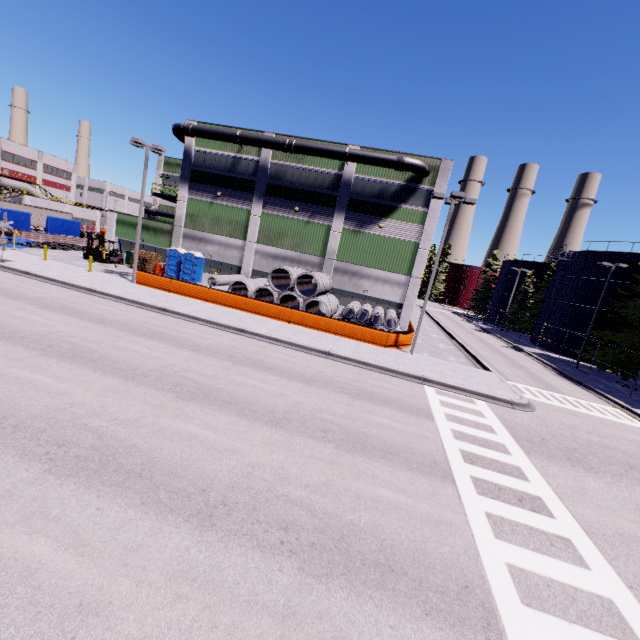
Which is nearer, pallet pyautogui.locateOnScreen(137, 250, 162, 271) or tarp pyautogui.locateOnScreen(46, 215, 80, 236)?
pallet pyautogui.locateOnScreen(137, 250, 162, 271)

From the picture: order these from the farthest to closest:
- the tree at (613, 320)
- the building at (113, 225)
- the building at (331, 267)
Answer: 1. the building at (113, 225)
2. the building at (331, 267)
3. the tree at (613, 320)

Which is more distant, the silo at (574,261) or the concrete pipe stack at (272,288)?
the silo at (574,261)

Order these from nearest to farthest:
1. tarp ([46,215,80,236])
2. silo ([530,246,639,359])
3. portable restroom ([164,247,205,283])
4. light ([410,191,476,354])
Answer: light ([410,191,476,354]) < portable restroom ([164,247,205,283]) < silo ([530,246,639,359]) < tarp ([46,215,80,236])

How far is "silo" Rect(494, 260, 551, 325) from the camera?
53.39m

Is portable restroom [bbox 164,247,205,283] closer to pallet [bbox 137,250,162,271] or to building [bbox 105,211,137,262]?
building [bbox 105,211,137,262]

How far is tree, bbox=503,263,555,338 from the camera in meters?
49.3 m

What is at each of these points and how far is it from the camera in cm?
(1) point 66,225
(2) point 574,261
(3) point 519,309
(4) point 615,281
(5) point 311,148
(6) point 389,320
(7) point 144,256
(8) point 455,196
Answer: (1) tarp, 3819
(2) silo, 3788
(3) tree, 5312
(4) silo, 3369
(5) pipe, 2736
(6) concrete pipe stack, 2806
(7) pallet, 3212
(8) light, 1811
